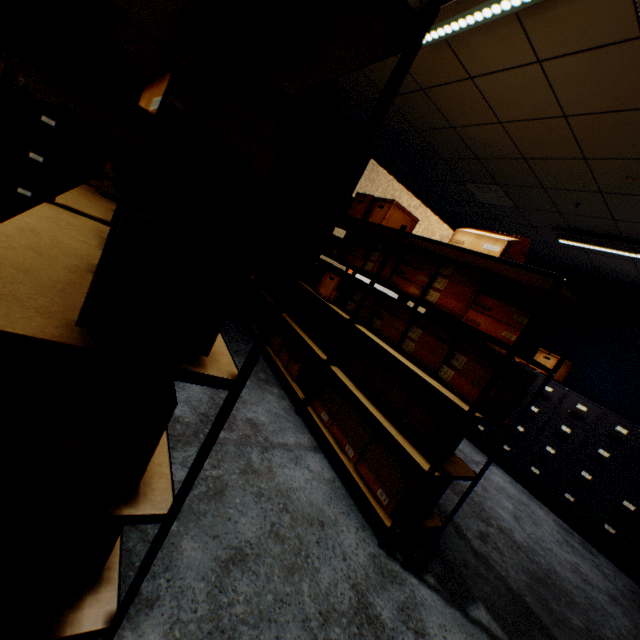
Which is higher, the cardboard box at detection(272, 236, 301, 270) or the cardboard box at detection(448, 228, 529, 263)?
the cardboard box at detection(448, 228, 529, 263)

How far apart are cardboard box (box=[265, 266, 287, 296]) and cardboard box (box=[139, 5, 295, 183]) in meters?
1.8 m

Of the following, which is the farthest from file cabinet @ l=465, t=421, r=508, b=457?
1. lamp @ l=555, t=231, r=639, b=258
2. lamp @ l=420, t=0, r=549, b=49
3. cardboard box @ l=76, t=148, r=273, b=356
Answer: cardboard box @ l=76, t=148, r=273, b=356

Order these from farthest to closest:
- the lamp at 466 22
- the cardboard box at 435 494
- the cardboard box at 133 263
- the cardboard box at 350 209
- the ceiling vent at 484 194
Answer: the ceiling vent at 484 194
the cardboard box at 350 209
the cardboard box at 435 494
the lamp at 466 22
the cardboard box at 133 263

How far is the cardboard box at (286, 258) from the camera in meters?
4.3

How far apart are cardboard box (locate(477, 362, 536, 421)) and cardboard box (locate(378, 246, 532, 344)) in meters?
0.1 m

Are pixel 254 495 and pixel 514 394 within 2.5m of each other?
yes

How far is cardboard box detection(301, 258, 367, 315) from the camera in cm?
309
